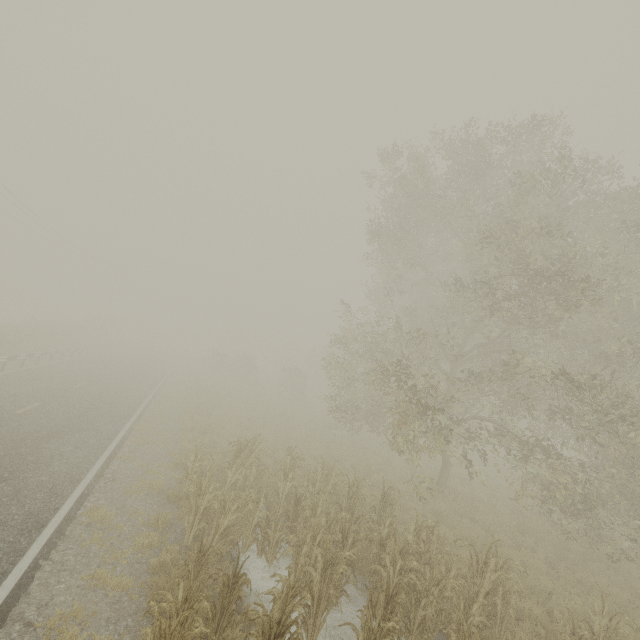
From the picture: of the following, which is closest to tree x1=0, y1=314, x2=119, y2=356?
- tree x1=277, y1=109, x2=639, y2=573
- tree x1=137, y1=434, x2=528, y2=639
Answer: tree x1=277, y1=109, x2=639, y2=573

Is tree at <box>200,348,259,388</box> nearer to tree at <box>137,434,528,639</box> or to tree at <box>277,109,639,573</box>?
tree at <box>277,109,639,573</box>

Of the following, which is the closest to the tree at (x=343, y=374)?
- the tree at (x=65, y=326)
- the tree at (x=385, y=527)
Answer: the tree at (x=385, y=527)

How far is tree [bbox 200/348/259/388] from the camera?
36.0 meters

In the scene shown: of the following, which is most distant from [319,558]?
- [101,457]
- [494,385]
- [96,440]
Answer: [494,385]

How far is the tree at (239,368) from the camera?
36.0m

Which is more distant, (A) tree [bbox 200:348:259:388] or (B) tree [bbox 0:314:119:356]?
(A) tree [bbox 200:348:259:388]
